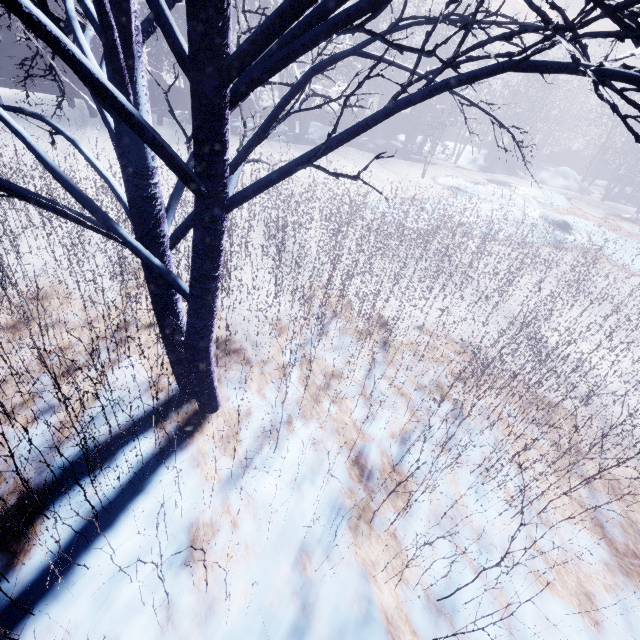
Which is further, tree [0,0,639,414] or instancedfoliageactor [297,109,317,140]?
instancedfoliageactor [297,109,317,140]

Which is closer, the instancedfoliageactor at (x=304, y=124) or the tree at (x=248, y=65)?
the tree at (x=248, y=65)

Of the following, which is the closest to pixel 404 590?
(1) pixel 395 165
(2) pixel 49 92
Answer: (1) pixel 395 165

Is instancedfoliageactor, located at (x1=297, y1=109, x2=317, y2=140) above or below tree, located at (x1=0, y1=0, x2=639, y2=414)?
below

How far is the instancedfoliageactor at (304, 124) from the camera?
13.84m

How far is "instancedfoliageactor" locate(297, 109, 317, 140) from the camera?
13.8m
